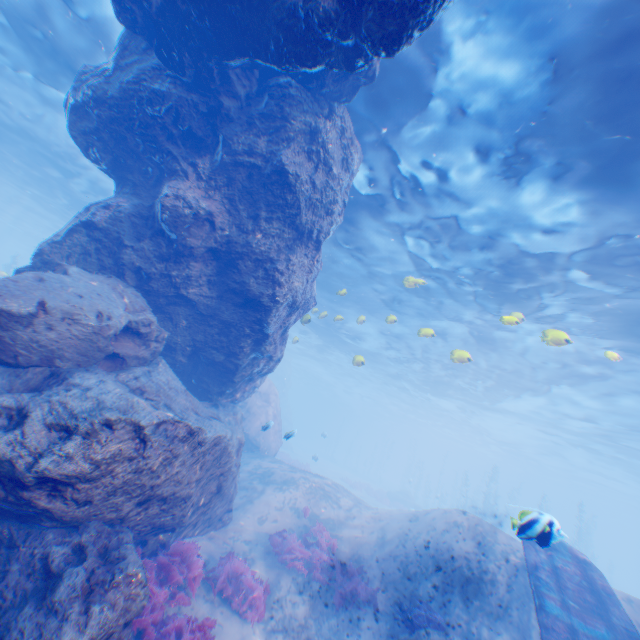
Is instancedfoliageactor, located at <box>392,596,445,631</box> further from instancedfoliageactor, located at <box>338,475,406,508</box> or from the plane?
instancedfoliageactor, located at <box>338,475,406,508</box>

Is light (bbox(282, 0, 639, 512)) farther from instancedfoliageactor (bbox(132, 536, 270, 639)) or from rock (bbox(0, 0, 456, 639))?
instancedfoliageactor (bbox(132, 536, 270, 639))

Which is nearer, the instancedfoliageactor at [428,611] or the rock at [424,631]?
the rock at [424,631]

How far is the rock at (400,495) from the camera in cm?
A: 3319

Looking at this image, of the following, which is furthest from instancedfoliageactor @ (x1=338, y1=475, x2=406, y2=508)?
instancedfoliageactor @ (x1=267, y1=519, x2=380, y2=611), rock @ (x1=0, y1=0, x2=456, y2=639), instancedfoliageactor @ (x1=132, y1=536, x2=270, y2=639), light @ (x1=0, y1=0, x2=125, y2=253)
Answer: instancedfoliageactor @ (x1=132, y1=536, x2=270, y2=639)

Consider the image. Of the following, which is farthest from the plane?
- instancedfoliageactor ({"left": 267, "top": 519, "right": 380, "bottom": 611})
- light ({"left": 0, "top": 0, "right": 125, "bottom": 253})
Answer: instancedfoliageactor ({"left": 267, "top": 519, "right": 380, "bottom": 611})

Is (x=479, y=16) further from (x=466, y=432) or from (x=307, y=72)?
(x=466, y=432)

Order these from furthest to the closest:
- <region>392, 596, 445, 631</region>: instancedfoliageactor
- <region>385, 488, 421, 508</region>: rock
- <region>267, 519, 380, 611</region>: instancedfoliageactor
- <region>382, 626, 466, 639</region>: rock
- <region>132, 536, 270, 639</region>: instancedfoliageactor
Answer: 1. <region>385, 488, 421, 508</region>: rock
2. <region>267, 519, 380, 611</region>: instancedfoliageactor
3. <region>392, 596, 445, 631</region>: instancedfoliageactor
4. <region>382, 626, 466, 639</region>: rock
5. <region>132, 536, 270, 639</region>: instancedfoliageactor
